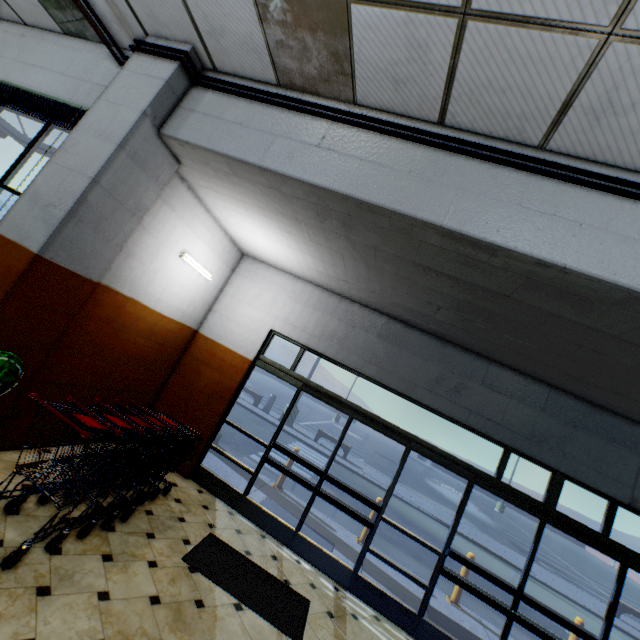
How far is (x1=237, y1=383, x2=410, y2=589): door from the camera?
4.77m

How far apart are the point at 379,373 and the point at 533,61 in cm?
416

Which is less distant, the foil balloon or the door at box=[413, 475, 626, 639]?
the foil balloon

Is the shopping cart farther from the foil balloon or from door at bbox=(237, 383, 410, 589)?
door at bbox=(237, 383, 410, 589)

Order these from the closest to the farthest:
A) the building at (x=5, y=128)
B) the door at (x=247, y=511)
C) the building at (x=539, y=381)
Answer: the building at (x=539, y=381)
the building at (x=5, y=128)
the door at (x=247, y=511)

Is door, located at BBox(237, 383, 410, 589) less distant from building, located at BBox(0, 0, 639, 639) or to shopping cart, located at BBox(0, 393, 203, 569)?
building, located at BBox(0, 0, 639, 639)

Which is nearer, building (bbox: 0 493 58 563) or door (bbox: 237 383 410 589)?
building (bbox: 0 493 58 563)

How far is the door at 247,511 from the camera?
4.77m
